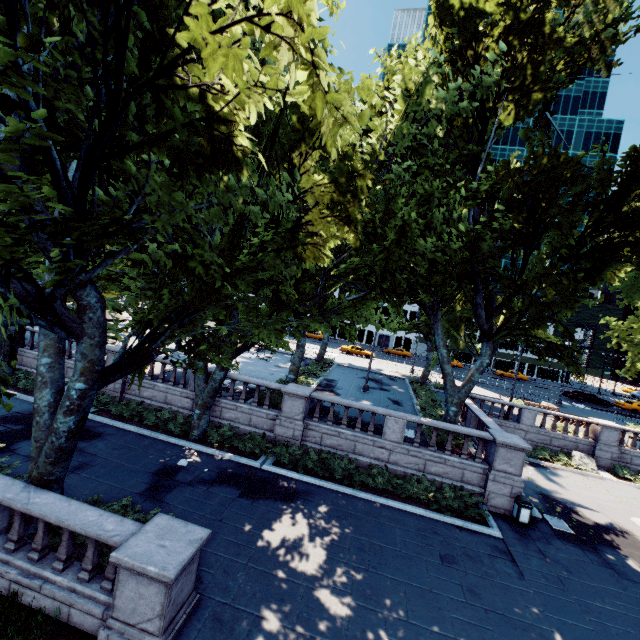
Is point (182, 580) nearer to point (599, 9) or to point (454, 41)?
point (454, 41)

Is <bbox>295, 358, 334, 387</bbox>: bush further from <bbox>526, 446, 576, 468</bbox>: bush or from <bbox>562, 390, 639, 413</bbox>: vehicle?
<bbox>562, 390, 639, 413</bbox>: vehicle

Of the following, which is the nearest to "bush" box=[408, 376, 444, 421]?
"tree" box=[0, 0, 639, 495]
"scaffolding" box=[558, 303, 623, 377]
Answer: "tree" box=[0, 0, 639, 495]

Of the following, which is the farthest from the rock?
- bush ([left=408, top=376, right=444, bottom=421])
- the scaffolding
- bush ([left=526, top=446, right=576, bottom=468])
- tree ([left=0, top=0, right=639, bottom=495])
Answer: the scaffolding

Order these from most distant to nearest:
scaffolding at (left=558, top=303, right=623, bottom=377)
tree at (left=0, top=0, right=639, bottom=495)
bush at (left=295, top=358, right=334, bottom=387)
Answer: scaffolding at (left=558, top=303, right=623, bottom=377), bush at (left=295, top=358, right=334, bottom=387), tree at (left=0, top=0, right=639, bottom=495)

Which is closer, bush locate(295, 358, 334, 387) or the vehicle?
bush locate(295, 358, 334, 387)

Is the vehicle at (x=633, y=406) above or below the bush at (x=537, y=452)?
above

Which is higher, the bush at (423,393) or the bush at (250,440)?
the bush at (423,393)
